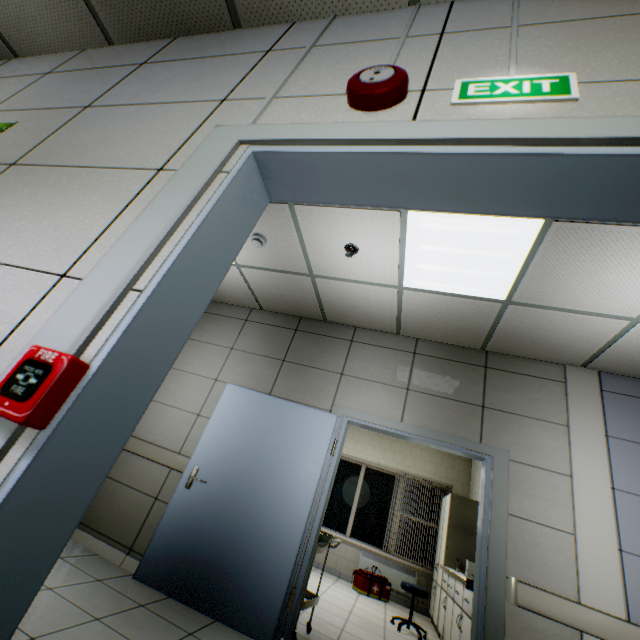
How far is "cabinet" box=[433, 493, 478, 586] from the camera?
5.6m

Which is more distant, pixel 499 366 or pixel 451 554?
pixel 451 554

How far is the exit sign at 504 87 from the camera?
0.9m

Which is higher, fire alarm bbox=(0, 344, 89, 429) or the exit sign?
the exit sign

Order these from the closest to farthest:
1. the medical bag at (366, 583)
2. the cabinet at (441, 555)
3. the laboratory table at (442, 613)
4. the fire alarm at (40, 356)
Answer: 1. the fire alarm at (40, 356)
2. the laboratory table at (442, 613)
3. the cabinet at (441, 555)
4. the medical bag at (366, 583)

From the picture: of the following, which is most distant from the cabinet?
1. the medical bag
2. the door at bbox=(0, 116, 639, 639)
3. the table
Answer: the door at bbox=(0, 116, 639, 639)

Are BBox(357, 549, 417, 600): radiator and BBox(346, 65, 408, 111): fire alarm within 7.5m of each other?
no

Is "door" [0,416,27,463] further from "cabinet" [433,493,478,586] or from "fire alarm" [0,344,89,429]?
"cabinet" [433,493,478,586]
